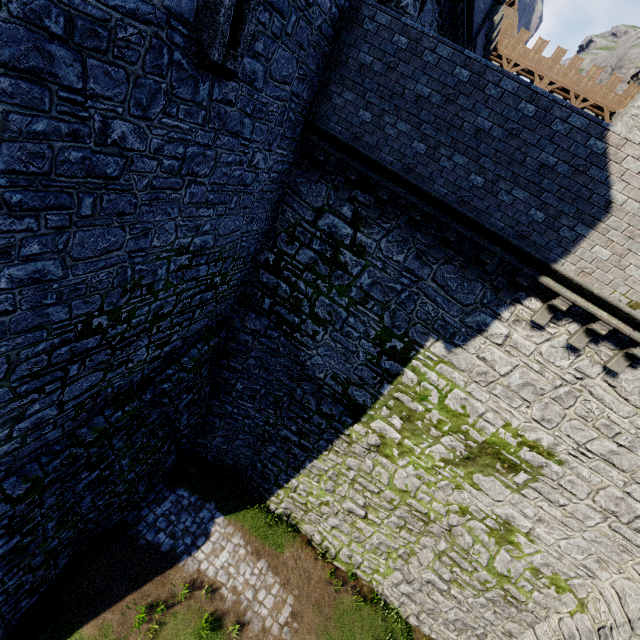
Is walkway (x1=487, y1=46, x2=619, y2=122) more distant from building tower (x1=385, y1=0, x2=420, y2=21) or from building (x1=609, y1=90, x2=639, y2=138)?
building tower (x1=385, y1=0, x2=420, y2=21)

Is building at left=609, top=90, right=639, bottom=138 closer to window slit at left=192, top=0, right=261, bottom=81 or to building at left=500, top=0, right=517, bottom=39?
building at left=500, top=0, right=517, bottom=39

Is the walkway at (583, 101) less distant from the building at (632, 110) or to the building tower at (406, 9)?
the building at (632, 110)

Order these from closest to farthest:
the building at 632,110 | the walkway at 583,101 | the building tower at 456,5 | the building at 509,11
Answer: the building tower at 456,5 → the building at 632,110 → the walkway at 583,101 → the building at 509,11

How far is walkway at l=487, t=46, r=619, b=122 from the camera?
33.16m

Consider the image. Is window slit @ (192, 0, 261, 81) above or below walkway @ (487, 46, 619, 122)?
below

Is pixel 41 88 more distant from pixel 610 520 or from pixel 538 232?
pixel 610 520

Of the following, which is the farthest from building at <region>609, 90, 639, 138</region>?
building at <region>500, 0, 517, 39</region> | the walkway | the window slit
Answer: the window slit
